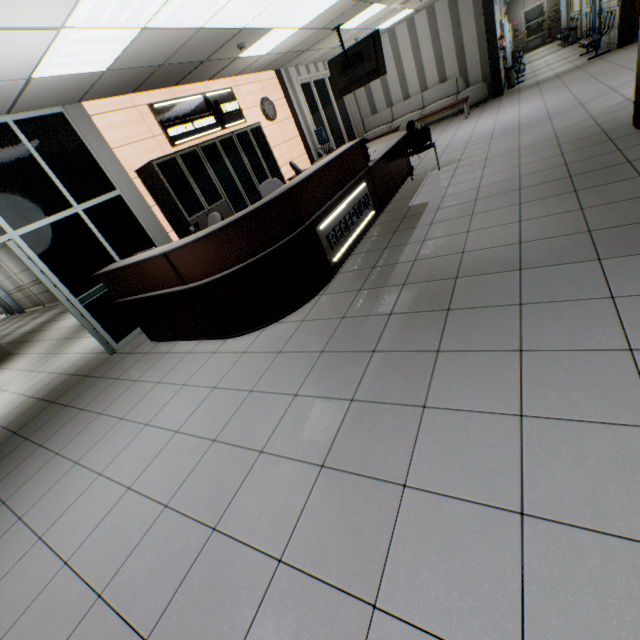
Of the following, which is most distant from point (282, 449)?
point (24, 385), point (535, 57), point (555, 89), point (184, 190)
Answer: point (535, 57)

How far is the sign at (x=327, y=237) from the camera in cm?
400

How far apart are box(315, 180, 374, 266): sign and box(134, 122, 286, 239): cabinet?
2.9m

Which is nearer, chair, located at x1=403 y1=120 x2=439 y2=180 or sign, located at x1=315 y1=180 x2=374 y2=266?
sign, located at x1=315 y1=180 x2=374 y2=266

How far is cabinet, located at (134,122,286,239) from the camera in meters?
5.5 m

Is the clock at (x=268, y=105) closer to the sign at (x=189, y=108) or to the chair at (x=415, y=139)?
the sign at (x=189, y=108)

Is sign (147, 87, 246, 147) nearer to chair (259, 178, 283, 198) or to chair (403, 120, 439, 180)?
chair (259, 178, 283, 198)

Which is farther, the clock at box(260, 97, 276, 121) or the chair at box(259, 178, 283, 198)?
the clock at box(260, 97, 276, 121)
